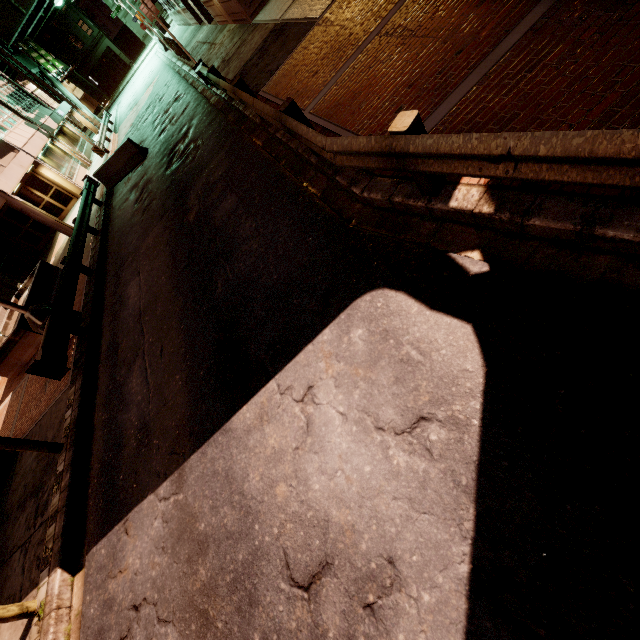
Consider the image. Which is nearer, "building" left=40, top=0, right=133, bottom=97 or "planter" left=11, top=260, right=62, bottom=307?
"planter" left=11, top=260, right=62, bottom=307

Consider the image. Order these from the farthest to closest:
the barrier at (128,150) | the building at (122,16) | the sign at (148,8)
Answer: the building at (122,16)
the barrier at (128,150)
the sign at (148,8)

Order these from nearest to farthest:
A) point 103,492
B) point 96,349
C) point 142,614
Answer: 1. point 142,614
2. point 103,492
3. point 96,349

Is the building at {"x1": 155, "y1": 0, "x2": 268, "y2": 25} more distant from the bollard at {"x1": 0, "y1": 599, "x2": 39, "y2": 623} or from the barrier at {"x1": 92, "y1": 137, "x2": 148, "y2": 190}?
the bollard at {"x1": 0, "y1": 599, "x2": 39, "y2": 623}

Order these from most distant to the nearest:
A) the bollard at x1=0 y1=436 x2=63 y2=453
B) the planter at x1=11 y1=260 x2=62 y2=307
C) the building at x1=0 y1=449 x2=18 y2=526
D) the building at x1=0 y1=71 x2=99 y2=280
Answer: the building at x1=0 y1=71 x2=99 y2=280
the planter at x1=11 y1=260 x2=62 y2=307
the building at x1=0 y1=449 x2=18 y2=526
the bollard at x1=0 y1=436 x2=63 y2=453

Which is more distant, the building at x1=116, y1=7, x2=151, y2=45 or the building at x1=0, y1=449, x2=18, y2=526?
the building at x1=116, y1=7, x2=151, y2=45

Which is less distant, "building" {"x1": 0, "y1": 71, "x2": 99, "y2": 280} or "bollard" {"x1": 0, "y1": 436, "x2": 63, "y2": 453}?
"bollard" {"x1": 0, "y1": 436, "x2": 63, "y2": 453}

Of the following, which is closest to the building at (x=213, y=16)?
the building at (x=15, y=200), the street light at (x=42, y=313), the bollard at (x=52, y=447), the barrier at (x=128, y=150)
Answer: the barrier at (x=128, y=150)
